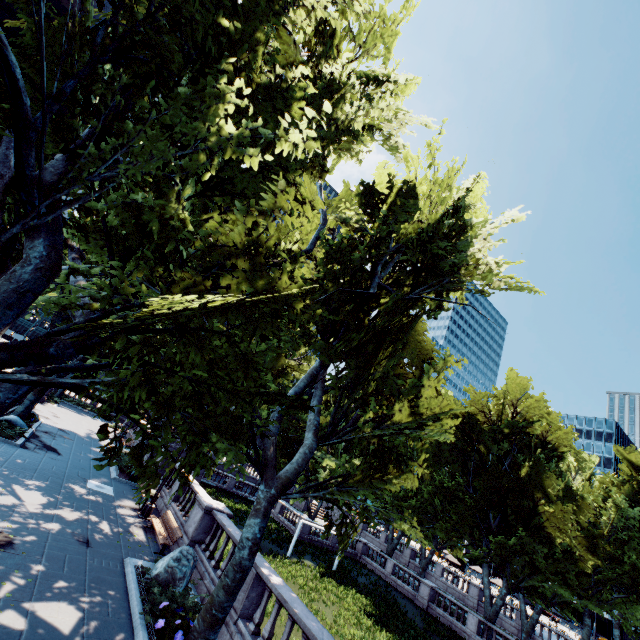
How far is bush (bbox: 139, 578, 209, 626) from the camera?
8.73m

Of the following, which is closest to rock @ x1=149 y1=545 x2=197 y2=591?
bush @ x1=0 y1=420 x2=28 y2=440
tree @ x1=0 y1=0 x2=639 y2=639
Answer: tree @ x1=0 y1=0 x2=639 y2=639

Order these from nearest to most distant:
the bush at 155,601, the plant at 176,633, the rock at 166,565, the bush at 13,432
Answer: the plant at 176,633
the bush at 155,601
the rock at 166,565
the bush at 13,432

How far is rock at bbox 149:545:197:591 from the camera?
10.4 meters

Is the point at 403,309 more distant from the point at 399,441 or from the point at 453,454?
the point at 453,454

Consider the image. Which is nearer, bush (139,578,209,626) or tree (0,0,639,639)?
tree (0,0,639,639)

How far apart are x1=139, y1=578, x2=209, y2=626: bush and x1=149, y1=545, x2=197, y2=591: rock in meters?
0.0 m

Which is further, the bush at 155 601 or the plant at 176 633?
the bush at 155 601
